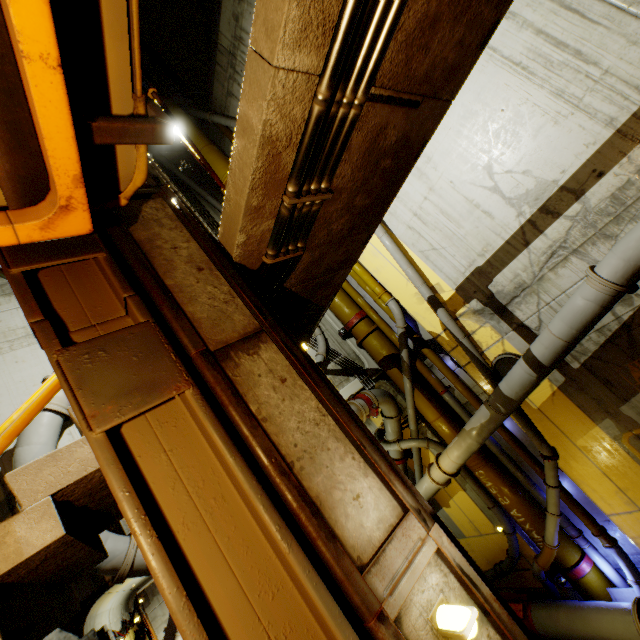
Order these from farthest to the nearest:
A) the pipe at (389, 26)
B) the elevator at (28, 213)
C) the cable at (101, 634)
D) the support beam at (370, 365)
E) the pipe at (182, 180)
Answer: the pipe at (182, 180) < the support beam at (370, 365) < the cable at (101, 634) < the pipe at (389, 26) < the elevator at (28, 213)

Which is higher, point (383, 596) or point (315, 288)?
point (315, 288)

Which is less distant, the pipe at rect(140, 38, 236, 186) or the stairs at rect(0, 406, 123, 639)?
the stairs at rect(0, 406, 123, 639)

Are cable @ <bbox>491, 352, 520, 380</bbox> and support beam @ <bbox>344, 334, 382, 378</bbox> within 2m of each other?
no

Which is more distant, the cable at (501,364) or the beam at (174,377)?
the cable at (501,364)

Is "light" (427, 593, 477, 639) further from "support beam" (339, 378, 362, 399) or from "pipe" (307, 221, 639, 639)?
"support beam" (339, 378, 362, 399)

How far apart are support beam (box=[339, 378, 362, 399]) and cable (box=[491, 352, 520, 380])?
3.4 meters
